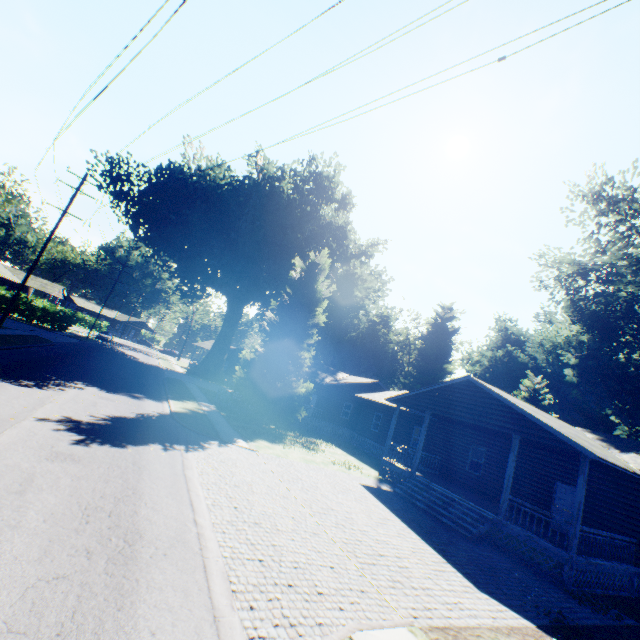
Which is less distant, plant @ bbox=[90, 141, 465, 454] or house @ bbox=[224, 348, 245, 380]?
plant @ bbox=[90, 141, 465, 454]

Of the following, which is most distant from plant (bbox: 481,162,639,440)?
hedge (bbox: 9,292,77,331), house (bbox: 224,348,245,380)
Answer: hedge (bbox: 9,292,77,331)

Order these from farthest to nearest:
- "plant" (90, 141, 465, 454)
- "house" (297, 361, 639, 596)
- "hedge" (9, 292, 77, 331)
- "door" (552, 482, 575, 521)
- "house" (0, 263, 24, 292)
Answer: "house" (0, 263, 24, 292), "hedge" (9, 292, 77, 331), "plant" (90, 141, 465, 454), "door" (552, 482, 575, 521), "house" (297, 361, 639, 596)

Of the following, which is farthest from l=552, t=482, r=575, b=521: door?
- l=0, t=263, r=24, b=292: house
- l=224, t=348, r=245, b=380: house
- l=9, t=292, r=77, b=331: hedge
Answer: l=0, t=263, r=24, b=292: house

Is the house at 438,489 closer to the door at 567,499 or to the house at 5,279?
the door at 567,499

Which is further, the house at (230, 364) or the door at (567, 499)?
the house at (230, 364)

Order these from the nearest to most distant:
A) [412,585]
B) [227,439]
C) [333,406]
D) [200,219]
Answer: [412,585] → [227,439] → [333,406] → [200,219]

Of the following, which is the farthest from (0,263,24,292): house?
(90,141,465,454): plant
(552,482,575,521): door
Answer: (552,482,575,521): door
